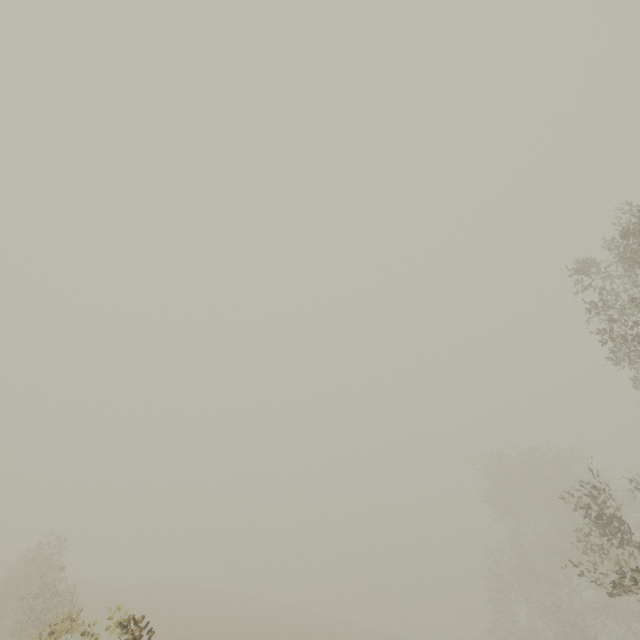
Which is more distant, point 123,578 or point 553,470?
point 123,578
